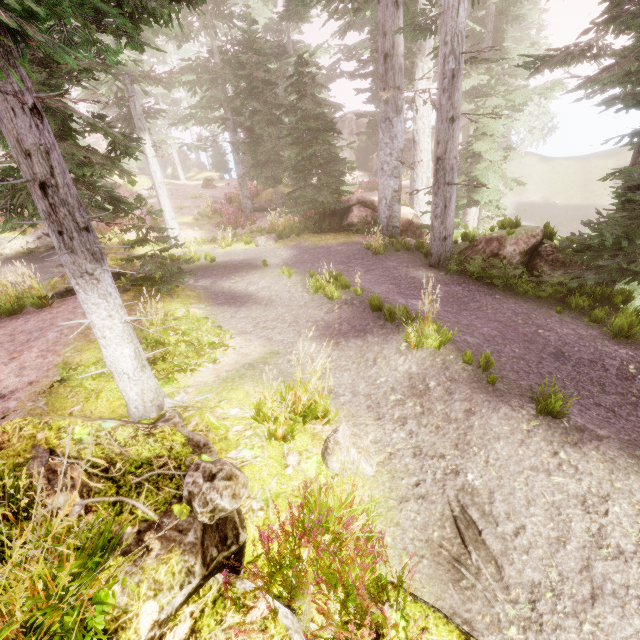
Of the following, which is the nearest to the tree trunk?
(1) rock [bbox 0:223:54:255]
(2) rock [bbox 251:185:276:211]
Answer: (2) rock [bbox 251:185:276:211]

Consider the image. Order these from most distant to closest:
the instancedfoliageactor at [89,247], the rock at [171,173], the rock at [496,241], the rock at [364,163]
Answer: the rock at [171,173] < the rock at [364,163] < the rock at [496,241] < the instancedfoliageactor at [89,247]

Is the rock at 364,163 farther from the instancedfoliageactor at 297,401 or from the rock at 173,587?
the rock at 173,587

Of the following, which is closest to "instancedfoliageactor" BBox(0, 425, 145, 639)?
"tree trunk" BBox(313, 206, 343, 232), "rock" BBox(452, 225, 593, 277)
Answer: "rock" BBox(452, 225, 593, 277)

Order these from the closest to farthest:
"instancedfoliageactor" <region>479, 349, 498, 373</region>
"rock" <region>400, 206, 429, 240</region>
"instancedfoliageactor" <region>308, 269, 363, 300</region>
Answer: "instancedfoliageactor" <region>479, 349, 498, 373</region> → "instancedfoliageactor" <region>308, 269, 363, 300</region> → "rock" <region>400, 206, 429, 240</region>

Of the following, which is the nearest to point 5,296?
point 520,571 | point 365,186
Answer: point 520,571

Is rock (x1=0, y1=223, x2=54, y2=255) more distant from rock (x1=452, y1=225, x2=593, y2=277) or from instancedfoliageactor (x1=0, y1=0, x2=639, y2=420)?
rock (x1=452, y1=225, x2=593, y2=277)
